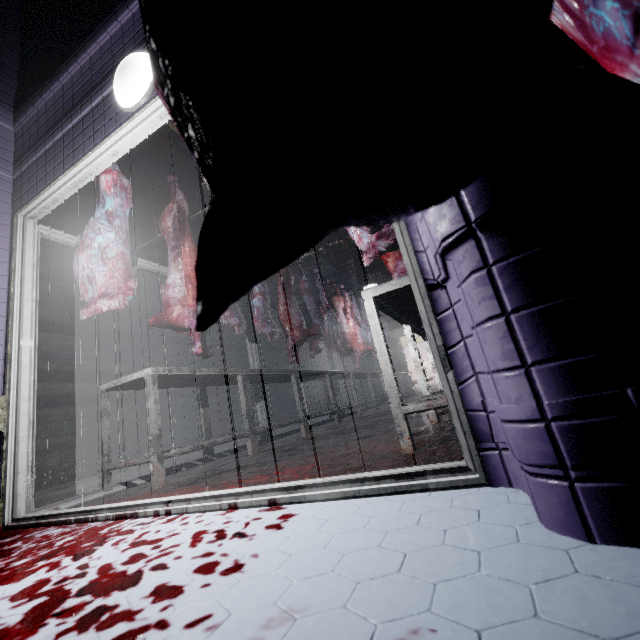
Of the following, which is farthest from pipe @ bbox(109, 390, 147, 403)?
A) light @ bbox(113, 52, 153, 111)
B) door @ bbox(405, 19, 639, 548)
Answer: light @ bbox(113, 52, 153, 111)

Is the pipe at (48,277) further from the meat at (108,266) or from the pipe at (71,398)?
the pipe at (71,398)

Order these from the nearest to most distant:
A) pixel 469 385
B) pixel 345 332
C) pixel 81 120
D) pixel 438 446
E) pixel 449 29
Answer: pixel 449 29 < pixel 469 385 < pixel 438 446 < pixel 81 120 < pixel 345 332

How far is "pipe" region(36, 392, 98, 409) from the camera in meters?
4.5

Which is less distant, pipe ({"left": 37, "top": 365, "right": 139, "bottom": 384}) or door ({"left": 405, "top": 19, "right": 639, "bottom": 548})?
door ({"left": 405, "top": 19, "right": 639, "bottom": 548})

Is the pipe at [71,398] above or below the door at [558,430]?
above

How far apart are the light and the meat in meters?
0.8

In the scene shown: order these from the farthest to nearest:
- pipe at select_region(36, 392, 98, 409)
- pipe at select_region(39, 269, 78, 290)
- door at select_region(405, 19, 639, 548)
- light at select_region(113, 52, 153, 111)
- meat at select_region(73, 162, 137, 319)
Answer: pipe at select_region(39, 269, 78, 290) → pipe at select_region(36, 392, 98, 409) → meat at select_region(73, 162, 137, 319) → light at select_region(113, 52, 153, 111) → door at select_region(405, 19, 639, 548)
